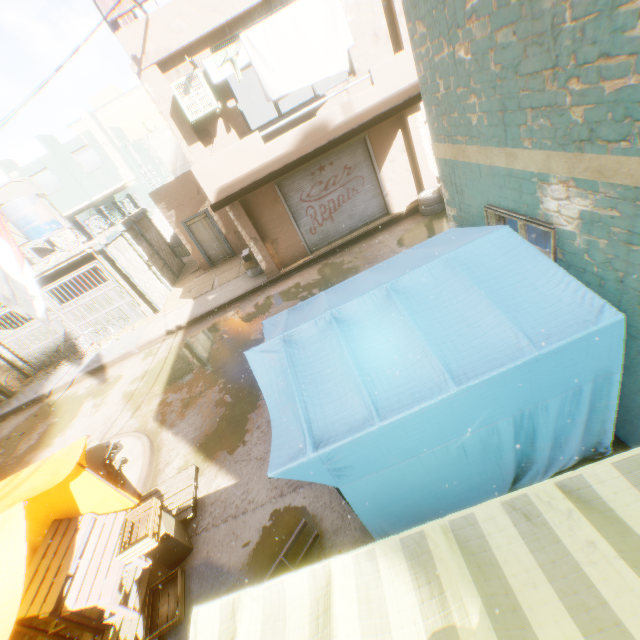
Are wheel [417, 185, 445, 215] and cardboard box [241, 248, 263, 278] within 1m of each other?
no

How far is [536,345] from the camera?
2.59m

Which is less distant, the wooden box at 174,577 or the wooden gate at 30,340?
the wooden box at 174,577

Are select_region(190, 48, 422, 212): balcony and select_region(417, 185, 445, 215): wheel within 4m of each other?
yes

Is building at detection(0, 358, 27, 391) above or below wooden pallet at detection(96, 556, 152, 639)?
above

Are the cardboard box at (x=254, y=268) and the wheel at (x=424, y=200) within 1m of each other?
no

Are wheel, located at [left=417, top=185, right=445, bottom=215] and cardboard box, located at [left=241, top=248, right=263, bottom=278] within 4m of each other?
no

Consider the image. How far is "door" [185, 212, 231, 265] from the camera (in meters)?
15.11
